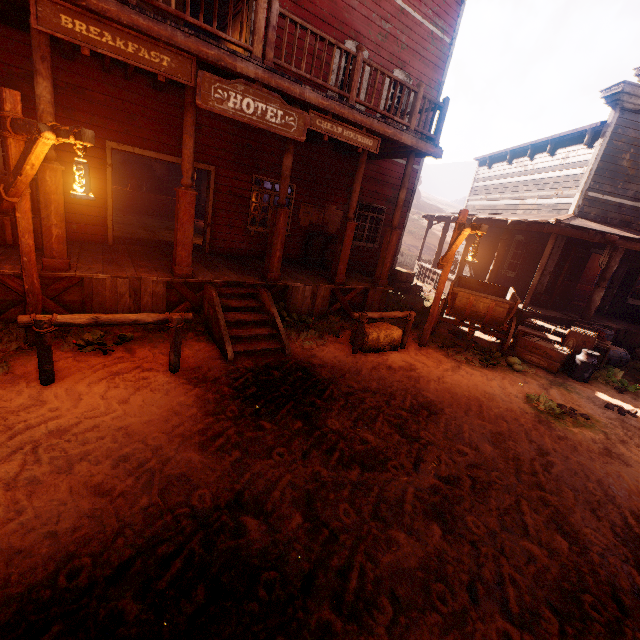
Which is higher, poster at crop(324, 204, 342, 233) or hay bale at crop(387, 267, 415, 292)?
poster at crop(324, 204, 342, 233)

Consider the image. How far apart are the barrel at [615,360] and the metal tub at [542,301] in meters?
1.2 m

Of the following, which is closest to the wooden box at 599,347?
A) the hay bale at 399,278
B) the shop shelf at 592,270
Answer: the hay bale at 399,278

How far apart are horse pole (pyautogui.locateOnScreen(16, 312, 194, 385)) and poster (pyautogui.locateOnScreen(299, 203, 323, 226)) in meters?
6.4 m

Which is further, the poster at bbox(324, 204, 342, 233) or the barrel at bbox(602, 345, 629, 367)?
the poster at bbox(324, 204, 342, 233)

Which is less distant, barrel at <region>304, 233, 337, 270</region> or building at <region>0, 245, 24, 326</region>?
building at <region>0, 245, 24, 326</region>

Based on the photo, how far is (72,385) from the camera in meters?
4.2 m

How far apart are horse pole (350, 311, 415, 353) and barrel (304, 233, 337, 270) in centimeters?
331cm
